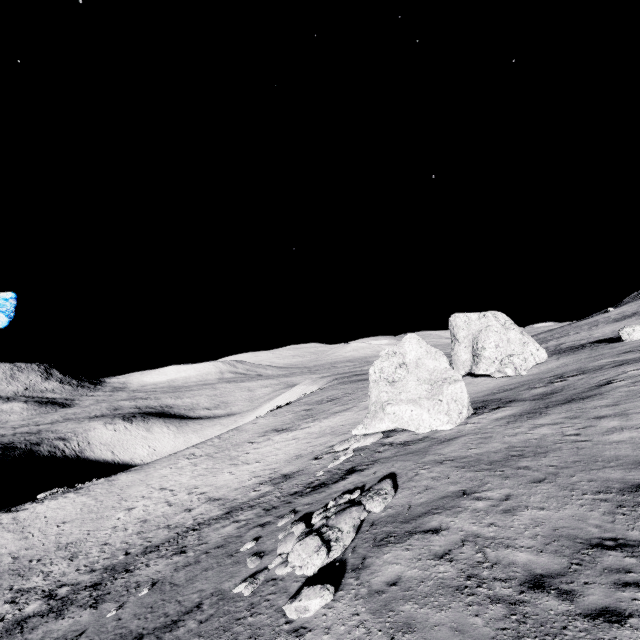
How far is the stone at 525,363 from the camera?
18.2 meters

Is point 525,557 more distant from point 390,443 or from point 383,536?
point 390,443

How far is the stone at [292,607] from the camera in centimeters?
741cm

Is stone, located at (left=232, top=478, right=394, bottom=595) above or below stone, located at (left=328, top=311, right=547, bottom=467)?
below

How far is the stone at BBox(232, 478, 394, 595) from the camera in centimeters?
938cm

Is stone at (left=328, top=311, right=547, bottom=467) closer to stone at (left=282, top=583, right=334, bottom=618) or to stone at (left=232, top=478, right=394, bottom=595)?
stone at (left=232, top=478, right=394, bottom=595)

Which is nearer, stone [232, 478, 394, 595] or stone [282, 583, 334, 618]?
stone [282, 583, 334, 618]

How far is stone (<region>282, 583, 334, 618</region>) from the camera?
7.4m
